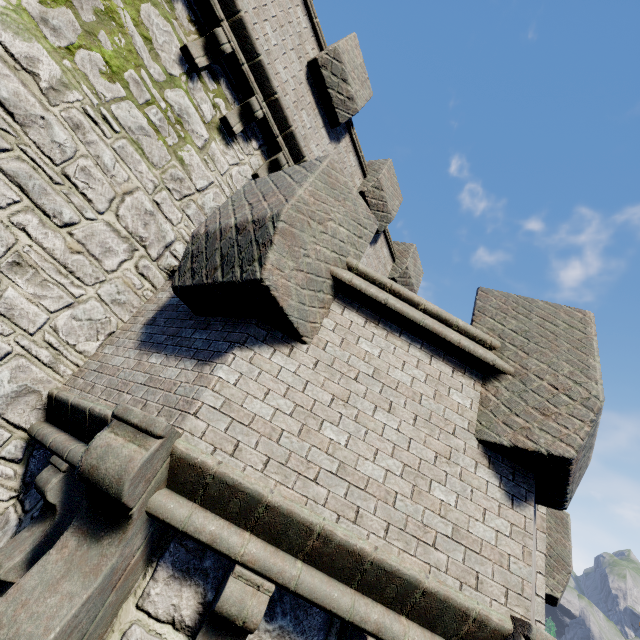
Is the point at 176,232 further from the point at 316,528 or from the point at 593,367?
the point at 593,367
